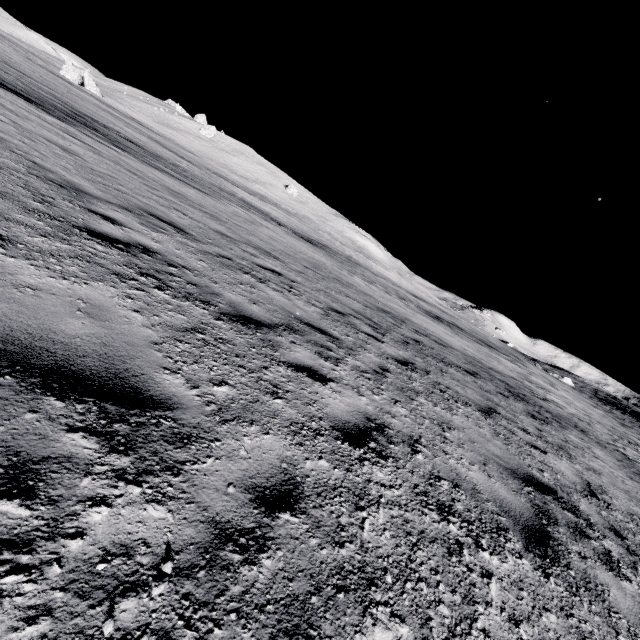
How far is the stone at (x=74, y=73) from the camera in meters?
50.7 m

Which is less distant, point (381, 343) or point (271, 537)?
point (271, 537)

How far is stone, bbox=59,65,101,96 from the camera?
50.7m
